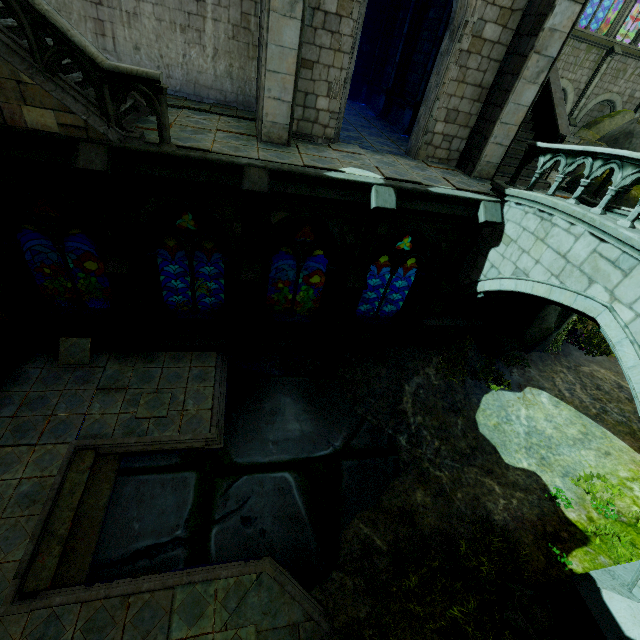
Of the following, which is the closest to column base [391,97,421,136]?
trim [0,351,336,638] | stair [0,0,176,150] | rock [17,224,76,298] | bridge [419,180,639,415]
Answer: bridge [419,180,639,415]

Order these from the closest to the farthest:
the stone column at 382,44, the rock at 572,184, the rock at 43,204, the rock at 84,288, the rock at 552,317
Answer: the rock at 572,184 < the rock at 552,317 < the rock at 84,288 < the rock at 43,204 < the stone column at 382,44

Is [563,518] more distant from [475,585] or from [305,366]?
[305,366]

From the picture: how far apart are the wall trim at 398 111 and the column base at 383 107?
0.01m

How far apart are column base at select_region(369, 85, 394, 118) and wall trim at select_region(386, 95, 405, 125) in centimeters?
1cm

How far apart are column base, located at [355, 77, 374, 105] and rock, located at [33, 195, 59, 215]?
15.4m

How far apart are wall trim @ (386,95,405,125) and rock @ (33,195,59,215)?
14.8m

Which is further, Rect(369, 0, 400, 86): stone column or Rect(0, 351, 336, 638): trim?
Rect(369, 0, 400, 86): stone column
